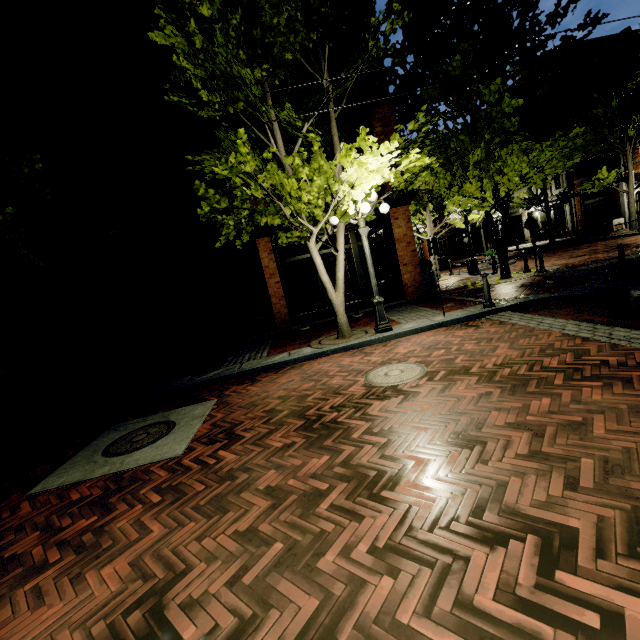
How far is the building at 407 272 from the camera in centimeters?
1184cm

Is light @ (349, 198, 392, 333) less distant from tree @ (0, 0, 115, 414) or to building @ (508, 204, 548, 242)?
tree @ (0, 0, 115, 414)

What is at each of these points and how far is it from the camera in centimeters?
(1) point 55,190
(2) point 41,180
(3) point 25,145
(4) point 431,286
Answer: (1) building, 1112cm
(2) building, 1105cm
(3) building, 1088cm
(4) planter, 1275cm

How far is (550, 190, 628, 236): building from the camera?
22.86m

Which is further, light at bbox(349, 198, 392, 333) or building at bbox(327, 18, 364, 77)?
building at bbox(327, 18, 364, 77)

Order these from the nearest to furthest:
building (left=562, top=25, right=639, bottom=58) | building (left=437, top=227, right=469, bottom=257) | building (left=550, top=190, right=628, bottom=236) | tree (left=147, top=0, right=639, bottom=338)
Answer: tree (left=147, top=0, right=639, bottom=338), building (left=550, top=190, right=628, bottom=236), building (left=562, top=25, right=639, bottom=58), building (left=437, top=227, right=469, bottom=257)

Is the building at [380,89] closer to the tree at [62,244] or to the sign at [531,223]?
the tree at [62,244]
